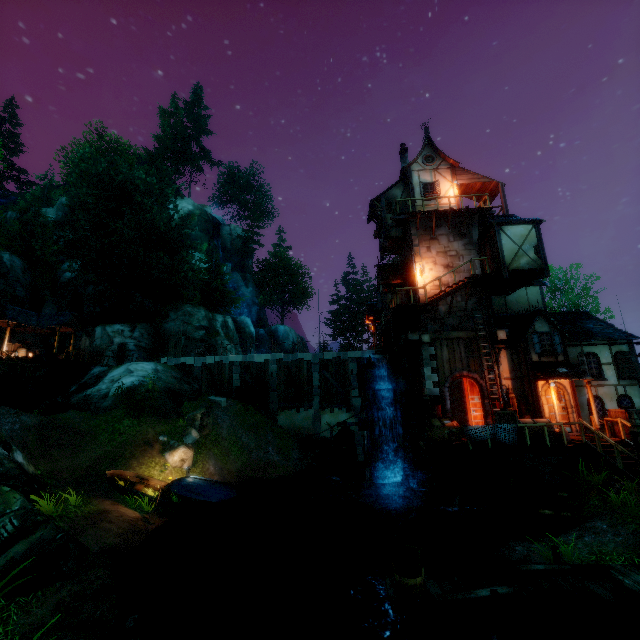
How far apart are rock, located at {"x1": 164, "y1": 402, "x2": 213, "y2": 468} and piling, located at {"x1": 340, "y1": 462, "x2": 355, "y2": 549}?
8.80m

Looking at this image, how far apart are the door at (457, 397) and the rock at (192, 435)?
14.99m

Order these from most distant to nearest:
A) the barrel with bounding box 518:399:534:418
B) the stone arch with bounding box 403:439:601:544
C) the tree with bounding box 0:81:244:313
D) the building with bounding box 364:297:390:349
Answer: the tree with bounding box 0:81:244:313, the building with bounding box 364:297:390:349, the barrel with bounding box 518:399:534:418, the stone arch with bounding box 403:439:601:544

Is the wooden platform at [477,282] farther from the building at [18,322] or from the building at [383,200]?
the building at [18,322]

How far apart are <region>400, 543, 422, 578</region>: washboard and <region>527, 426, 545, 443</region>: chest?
8.64m

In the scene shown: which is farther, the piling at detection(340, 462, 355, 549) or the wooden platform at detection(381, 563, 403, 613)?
the piling at detection(340, 462, 355, 549)

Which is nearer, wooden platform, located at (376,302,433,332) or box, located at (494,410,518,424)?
box, located at (494,410,518,424)

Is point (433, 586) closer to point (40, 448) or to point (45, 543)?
point (45, 543)
